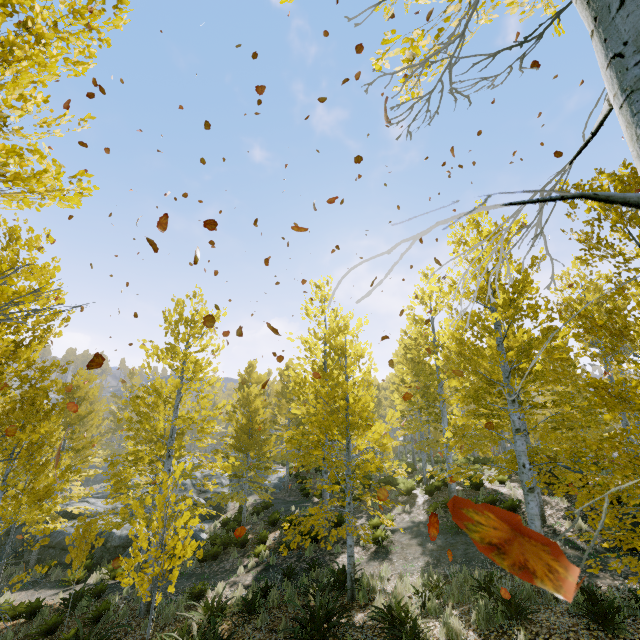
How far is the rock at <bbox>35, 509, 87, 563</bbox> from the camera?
15.5m

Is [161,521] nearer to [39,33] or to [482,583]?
[482,583]

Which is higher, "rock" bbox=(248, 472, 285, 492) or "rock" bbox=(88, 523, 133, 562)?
"rock" bbox=(248, 472, 285, 492)

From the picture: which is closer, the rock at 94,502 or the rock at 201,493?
the rock at 201,493

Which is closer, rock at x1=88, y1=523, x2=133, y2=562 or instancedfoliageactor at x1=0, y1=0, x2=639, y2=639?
instancedfoliageactor at x1=0, y1=0, x2=639, y2=639

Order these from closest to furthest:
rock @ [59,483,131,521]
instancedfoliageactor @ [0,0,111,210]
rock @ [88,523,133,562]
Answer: instancedfoliageactor @ [0,0,111,210] → rock @ [88,523,133,562] → rock @ [59,483,131,521]
